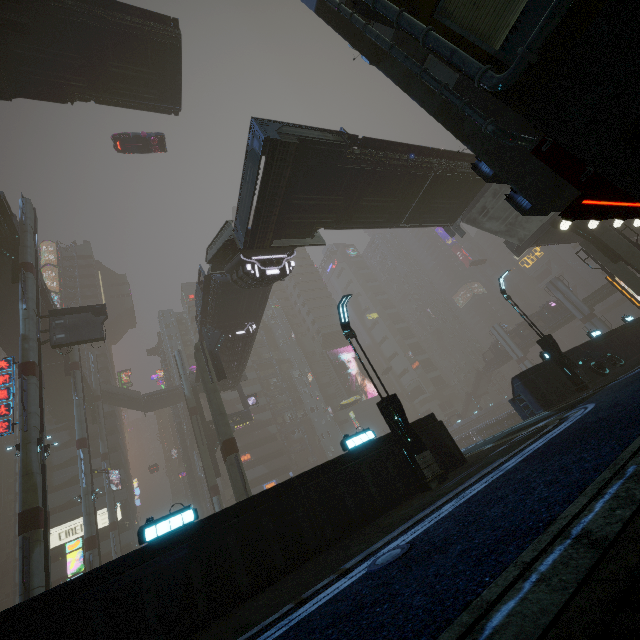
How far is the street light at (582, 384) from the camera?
15.3 meters

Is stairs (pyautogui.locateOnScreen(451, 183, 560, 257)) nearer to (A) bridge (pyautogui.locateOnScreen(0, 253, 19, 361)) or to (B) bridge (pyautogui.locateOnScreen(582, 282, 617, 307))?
(A) bridge (pyautogui.locateOnScreen(0, 253, 19, 361))

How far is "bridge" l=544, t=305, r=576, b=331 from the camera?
56.9 meters

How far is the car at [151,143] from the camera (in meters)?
28.66

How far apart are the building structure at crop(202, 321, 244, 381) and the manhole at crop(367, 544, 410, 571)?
21.5m

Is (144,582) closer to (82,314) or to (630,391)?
(630,391)

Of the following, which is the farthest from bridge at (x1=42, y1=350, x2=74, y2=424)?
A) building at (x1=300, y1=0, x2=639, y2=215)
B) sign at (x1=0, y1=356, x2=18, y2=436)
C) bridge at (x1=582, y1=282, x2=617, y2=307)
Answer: bridge at (x1=582, y1=282, x2=617, y2=307)

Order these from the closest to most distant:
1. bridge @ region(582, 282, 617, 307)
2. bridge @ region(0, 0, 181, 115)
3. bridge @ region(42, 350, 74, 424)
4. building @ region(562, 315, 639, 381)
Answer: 1. building @ region(562, 315, 639, 381)
2. bridge @ region(0, 0, 181, 115)
3. bridge @ region(42, 350, 74, 424)
4. bridge @ region(582, 282, 617, 307)
